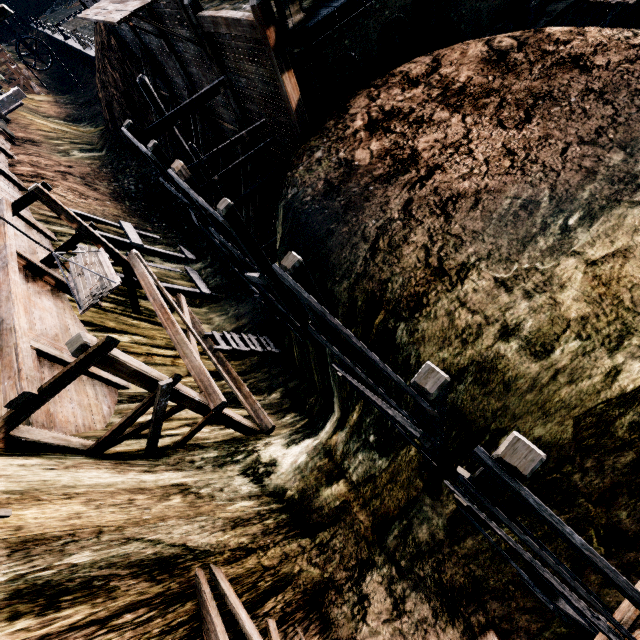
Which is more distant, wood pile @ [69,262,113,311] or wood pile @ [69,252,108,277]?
wood pile @ [69,252,108,277]

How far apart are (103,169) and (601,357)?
30.9m

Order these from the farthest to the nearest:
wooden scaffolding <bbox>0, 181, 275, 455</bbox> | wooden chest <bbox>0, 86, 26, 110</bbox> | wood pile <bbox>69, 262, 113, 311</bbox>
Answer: wooden chest <bbox>0, 86, 26, 110</bbox> < wood pile <bbox>69, 262, 113, 311</bbox> < wooden scaffolding <bbox>0, 181, 275, 455</bbox>

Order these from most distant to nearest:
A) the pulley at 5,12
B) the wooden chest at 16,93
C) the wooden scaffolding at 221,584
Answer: the wooden chest at 16,93
the pulley at 5,12
the wooden scaffolding at 221,584

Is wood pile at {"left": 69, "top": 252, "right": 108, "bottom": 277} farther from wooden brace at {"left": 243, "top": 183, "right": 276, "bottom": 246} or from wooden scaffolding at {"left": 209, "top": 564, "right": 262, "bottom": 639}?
wooden brace at {"left": 243, "top": 183, "right": 276, "bottom": 246}

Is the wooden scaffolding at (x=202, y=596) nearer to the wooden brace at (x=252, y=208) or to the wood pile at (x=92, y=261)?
the wood pile at (x=92, y=261)

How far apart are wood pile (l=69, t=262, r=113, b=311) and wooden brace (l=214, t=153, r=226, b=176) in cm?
1168

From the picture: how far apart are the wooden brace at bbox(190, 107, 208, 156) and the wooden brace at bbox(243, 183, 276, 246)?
4.83m
